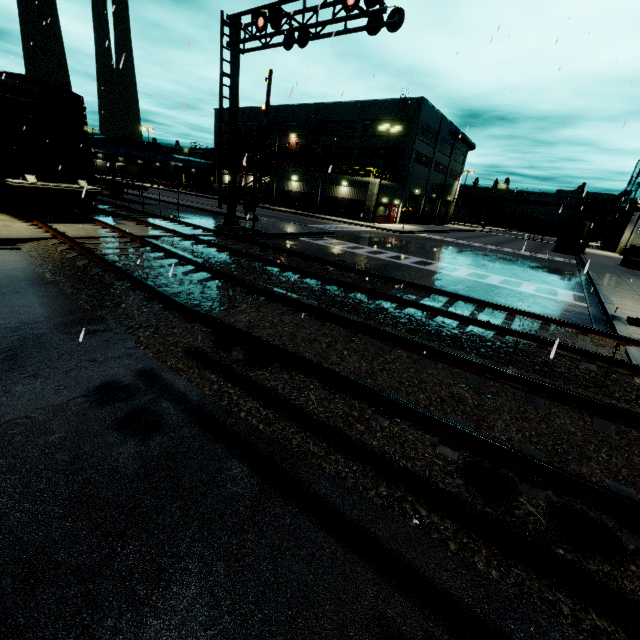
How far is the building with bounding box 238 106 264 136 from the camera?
54.2m

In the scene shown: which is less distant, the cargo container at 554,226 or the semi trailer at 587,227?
the semi trailer at 587,227

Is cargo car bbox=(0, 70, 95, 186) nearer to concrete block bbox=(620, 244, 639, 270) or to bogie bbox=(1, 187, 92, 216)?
bogie bbox=(1, 187, 92, 216)

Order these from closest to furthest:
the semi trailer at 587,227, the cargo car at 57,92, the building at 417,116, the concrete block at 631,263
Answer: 1. the cargo car at 57,92
2. the concrete block at 631,263
3. the semi trailer at 587,227
4. the building at 417,116

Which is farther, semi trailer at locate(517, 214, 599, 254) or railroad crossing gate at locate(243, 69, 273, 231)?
semi trailer at locate(517, 214, 599, 254)

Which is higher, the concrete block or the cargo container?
the cargo container

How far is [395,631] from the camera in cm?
217
